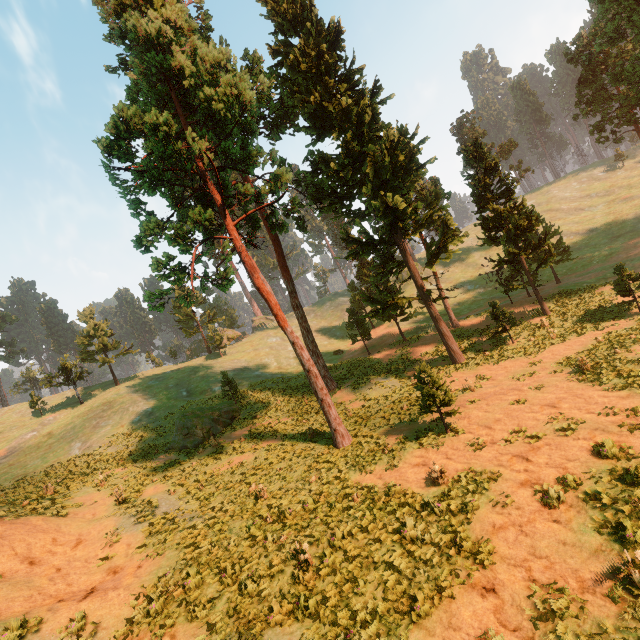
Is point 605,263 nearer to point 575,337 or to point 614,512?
point 575,337

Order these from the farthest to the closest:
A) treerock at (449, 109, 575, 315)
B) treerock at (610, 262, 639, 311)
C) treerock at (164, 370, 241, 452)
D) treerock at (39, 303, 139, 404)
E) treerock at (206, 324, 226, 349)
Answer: treerock at (206, 324, 226, 349)
treerock at (39, 303, 139, 404)
treerock at (449, 109, 575, 315)
treerock at (164, 370, 241, 452)
treerock at (610, 262, 639, 311)

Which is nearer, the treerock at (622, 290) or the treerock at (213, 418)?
the treerock at (622, 290)

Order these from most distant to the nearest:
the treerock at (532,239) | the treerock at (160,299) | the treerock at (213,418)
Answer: the treerock at (532,239)
the treerock at (213,418)
the treerock at (160,299)

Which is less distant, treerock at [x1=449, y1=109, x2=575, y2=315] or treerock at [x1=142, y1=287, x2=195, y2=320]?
treerock at [x1=142, y1=287, x2=195, y2=320]
